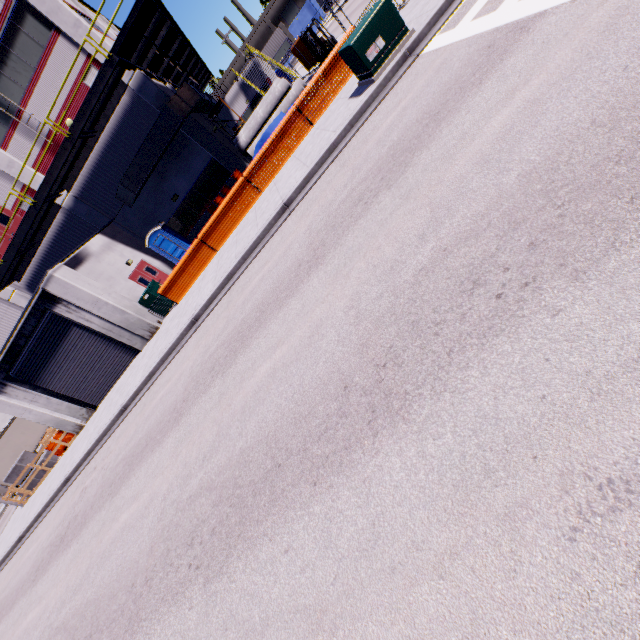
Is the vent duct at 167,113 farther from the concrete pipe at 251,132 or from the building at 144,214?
the concrete pipe at 251,132

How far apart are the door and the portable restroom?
0.73m

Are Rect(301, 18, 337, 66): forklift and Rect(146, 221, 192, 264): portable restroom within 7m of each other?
no

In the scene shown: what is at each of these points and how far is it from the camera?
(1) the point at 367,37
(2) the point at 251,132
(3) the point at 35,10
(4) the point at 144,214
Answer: (1) electrical box, 8.4 meters
(2) concrete pipe, 22.5 meters
(3) building, 15.1 meters
(4) building, 20.4 meters

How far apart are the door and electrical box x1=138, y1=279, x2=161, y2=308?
0.7m

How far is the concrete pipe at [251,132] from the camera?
21.45m

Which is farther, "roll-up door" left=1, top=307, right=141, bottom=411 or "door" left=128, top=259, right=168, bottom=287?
"door" left=128, top=259, right=168, bottom=287

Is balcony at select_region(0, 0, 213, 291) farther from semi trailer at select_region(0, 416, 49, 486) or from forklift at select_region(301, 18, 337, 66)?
forklift at select_region(301, 18, 337, 66)
